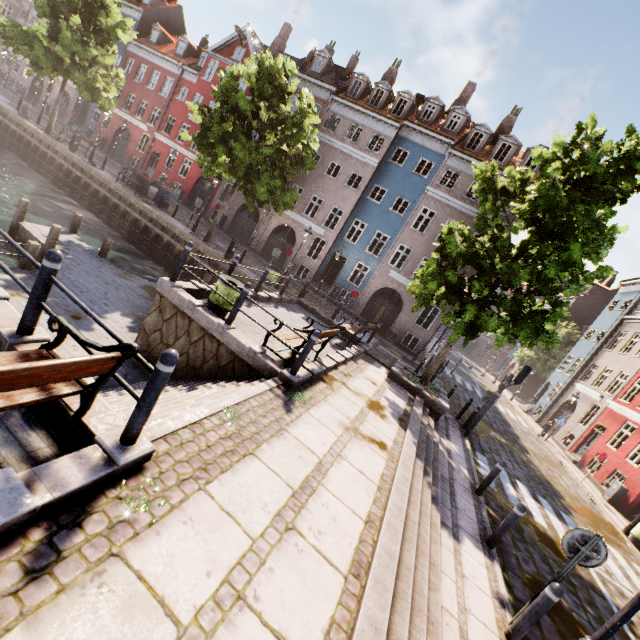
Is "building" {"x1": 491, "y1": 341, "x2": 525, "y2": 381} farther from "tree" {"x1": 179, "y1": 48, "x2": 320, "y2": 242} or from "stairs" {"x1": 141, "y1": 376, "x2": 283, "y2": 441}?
"stairs" {"x1": 141, "y1": 376, "x2": 283, "y2": 441}

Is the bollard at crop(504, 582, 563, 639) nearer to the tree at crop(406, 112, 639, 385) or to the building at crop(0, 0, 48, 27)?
the tree at crop(406, 112, 639, 385)

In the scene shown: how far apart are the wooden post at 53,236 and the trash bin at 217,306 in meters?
7.0

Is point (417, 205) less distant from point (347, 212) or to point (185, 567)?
point (347, 212)

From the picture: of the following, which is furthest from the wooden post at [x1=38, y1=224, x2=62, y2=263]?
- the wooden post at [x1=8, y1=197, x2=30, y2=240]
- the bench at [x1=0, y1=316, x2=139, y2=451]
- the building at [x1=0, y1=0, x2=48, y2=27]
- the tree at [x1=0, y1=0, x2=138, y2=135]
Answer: the building at [x1=0, y1=0, x2=48, y2=27]

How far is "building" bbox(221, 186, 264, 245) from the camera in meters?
27.6

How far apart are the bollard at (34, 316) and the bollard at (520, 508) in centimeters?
853cm

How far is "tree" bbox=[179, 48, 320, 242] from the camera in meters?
15.8 m
